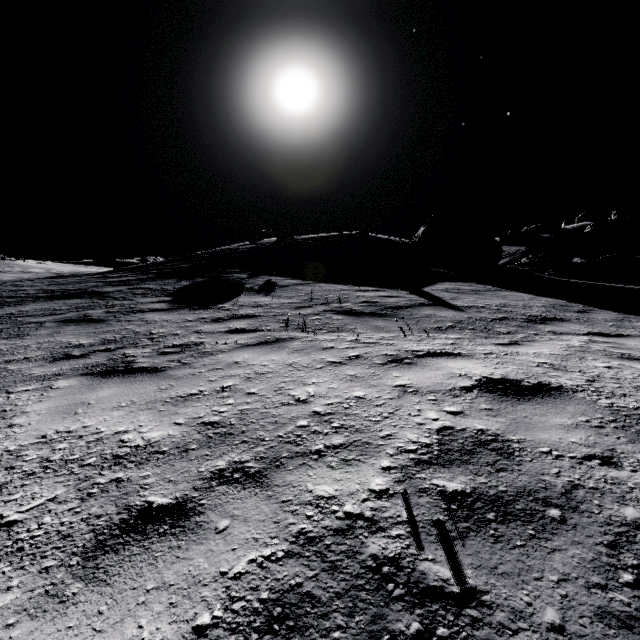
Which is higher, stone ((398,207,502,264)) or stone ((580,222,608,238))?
stone ((580,222,608,238))

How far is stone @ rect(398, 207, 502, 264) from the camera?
17.9 meters

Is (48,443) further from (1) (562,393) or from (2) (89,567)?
(1) (562,393)

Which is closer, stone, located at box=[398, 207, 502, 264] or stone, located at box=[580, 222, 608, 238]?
stone, located at box=[398, 207, 502, 264]

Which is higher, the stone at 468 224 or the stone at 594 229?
the stone at 594 229

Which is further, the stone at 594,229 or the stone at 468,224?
the stone at 594,229

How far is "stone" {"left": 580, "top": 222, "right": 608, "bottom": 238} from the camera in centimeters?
5612cm
